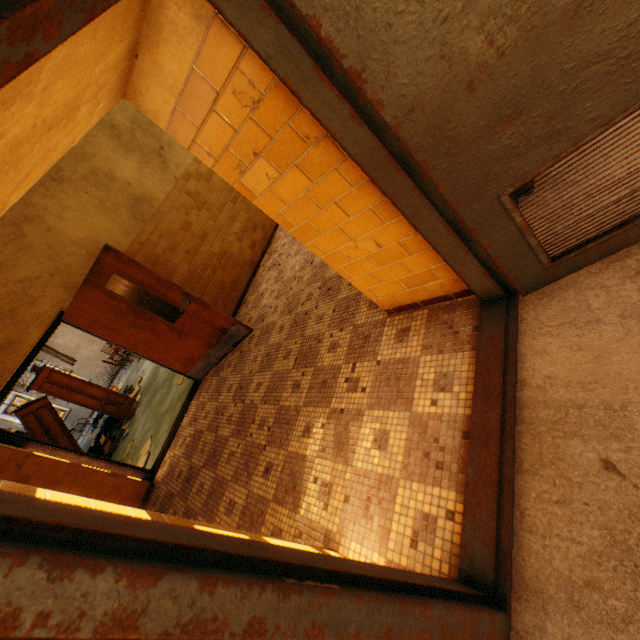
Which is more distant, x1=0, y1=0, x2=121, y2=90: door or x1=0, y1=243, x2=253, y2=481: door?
x1=0, y1=243, x2=253, y2=481: door

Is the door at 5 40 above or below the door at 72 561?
above

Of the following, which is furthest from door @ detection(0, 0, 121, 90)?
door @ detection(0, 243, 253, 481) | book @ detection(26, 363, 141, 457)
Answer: book @ detection(26, 363, 141, 457)

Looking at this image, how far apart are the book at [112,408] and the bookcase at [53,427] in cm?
2

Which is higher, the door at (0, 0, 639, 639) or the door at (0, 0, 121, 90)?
the door at (0, 0, 121, 90)

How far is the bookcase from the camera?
7.3m

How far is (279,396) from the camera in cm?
336

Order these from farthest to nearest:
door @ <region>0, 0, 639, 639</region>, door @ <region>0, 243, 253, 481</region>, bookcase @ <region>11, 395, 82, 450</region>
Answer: bookcase @ <region>11, 395, 82, 450</region> < door @ <region>0, 243, 253, 481</region> < door @ <region>0, 0, 639, 639</region>
